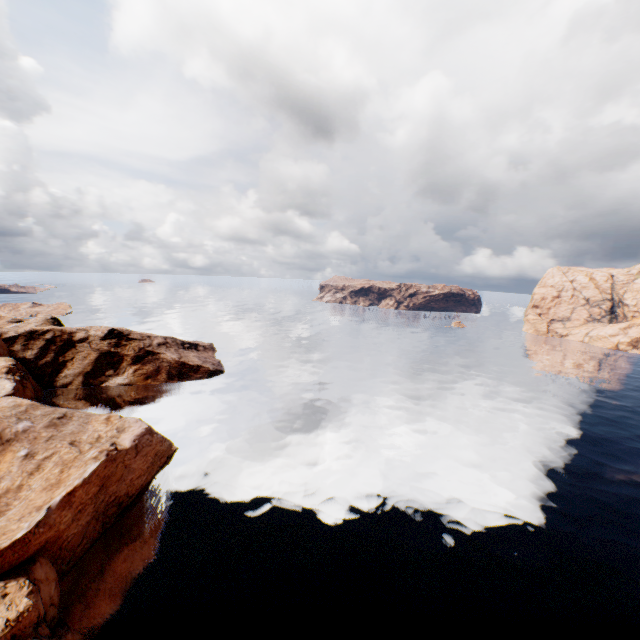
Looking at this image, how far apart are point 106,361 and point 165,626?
49.08m
